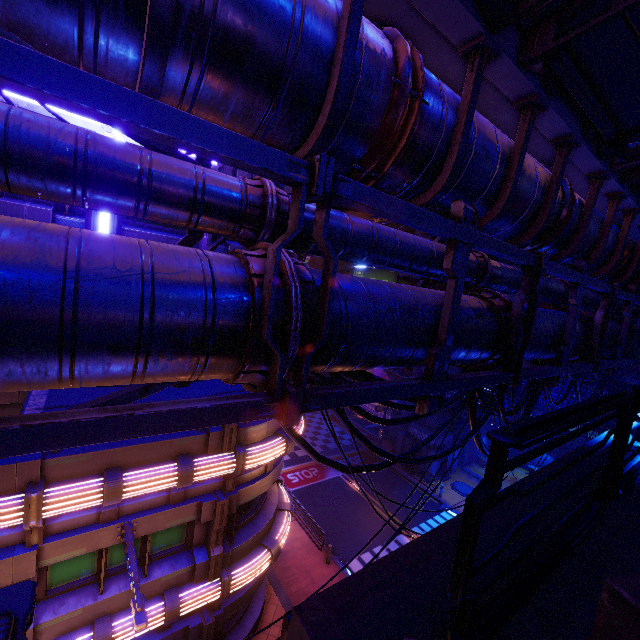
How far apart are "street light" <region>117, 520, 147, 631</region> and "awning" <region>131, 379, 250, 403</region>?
4.5m

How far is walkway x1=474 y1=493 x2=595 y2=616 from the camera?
2.06m

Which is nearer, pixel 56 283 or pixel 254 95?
pixel 56 283

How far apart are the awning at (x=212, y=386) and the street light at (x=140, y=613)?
4.5m

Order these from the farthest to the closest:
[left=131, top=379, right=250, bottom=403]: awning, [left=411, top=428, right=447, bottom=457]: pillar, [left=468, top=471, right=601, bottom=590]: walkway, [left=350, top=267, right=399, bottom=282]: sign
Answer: [left=350, top=267, right=399, bottom=282]: sign
[left=411, top=428, right=447, bottom=457]: pillar
[left=131, top=379, right=250, bottom=403]: awning
[left=468, top=471, right=601, bottom=590]: walkway

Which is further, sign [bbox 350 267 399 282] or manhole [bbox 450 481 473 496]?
sign [bbox 350 267 399 282]

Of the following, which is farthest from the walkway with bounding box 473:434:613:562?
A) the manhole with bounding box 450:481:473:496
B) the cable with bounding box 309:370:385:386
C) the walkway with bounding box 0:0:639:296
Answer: the manhole with bounding box 450:481:473:496

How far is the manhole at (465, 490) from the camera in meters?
26.2
